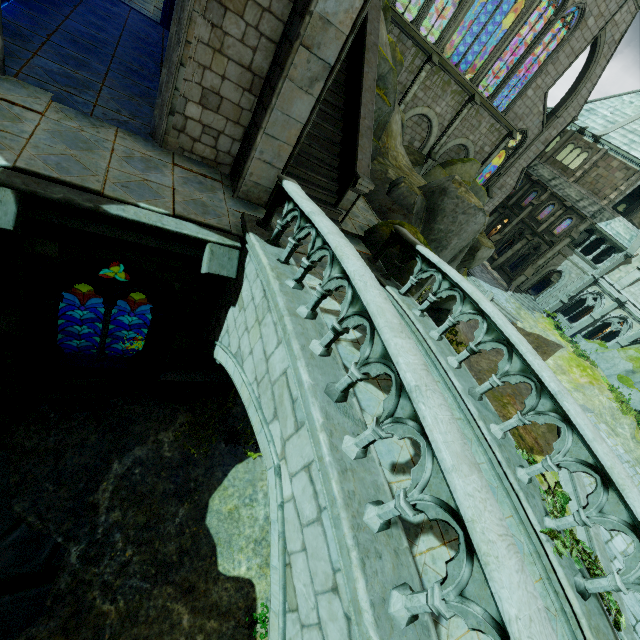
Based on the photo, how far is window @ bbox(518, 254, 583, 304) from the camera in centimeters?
3272cm

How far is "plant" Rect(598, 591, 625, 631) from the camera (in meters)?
4.01

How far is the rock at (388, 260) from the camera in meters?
9.1 m

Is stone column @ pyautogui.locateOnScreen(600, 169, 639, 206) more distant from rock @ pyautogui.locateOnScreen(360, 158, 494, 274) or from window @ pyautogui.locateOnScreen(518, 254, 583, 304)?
rock @ pyautogui.locateOnScreen(360, 158, 494, 274)

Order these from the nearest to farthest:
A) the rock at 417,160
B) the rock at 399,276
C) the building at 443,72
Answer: the rock at 399,276 < the building at 443,72 < the rock at 417,160

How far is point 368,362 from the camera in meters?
3.4

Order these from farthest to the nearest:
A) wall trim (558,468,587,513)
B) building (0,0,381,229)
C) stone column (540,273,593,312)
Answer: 1. stone column (540,273,593,312)
2. wall trim (558,468,587,513)
3. building (0,0,381,229)

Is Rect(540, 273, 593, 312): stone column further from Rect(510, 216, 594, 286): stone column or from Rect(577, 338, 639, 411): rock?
Rect(577, 338, 639, 411): rock
